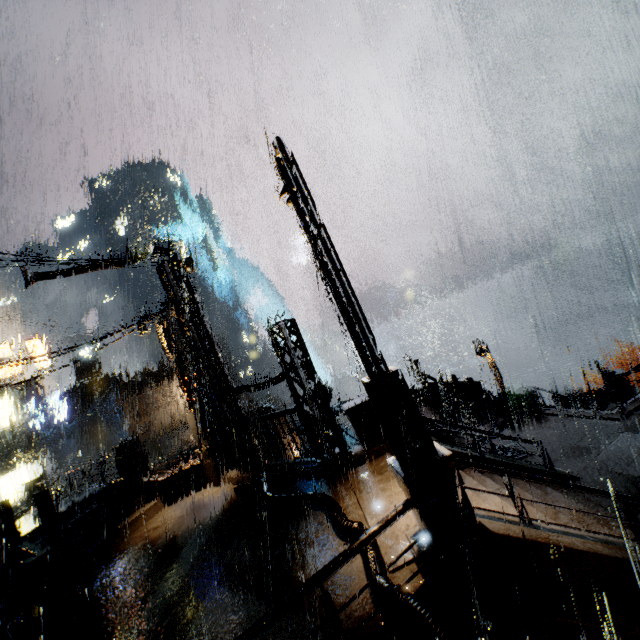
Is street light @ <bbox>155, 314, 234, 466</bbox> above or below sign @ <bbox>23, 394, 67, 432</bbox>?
below

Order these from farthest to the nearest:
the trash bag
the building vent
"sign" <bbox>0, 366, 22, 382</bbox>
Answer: the building vent, "sign" <bbox>0, 366, 22, 382</bbox>, the trash bag

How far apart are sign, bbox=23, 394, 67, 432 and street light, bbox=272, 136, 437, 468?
37.4 meters

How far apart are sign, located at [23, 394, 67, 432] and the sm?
42.51m

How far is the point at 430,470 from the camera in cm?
483

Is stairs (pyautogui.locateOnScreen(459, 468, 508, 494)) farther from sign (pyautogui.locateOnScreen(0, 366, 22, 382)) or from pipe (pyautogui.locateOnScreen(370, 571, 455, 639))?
sign (pyautogui.locateOnScreen(0, 366, 22, 382))

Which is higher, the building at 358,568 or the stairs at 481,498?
the building at 358,568

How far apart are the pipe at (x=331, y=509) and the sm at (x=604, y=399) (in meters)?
16.48
